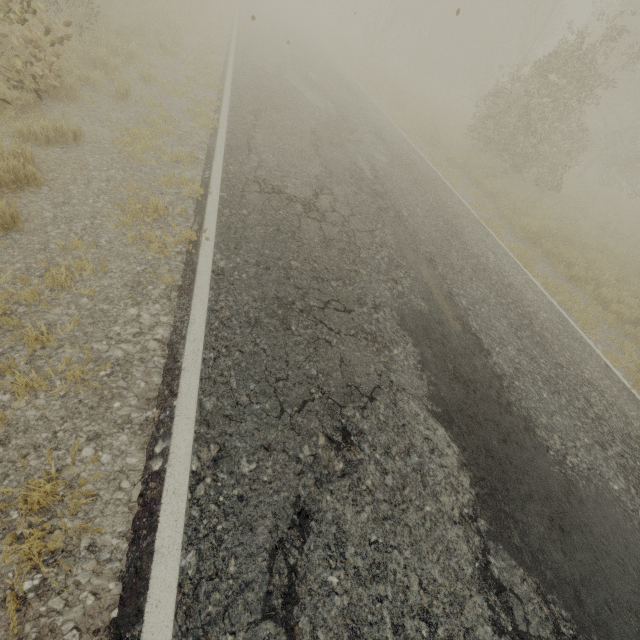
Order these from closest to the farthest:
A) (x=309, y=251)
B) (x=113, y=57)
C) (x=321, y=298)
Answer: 1. (x=321, y=298)
2. (x=309, y=251)
3. (x=113, y=57)

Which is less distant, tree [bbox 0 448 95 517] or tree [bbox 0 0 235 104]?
tree [bbox 0 448 95 517]

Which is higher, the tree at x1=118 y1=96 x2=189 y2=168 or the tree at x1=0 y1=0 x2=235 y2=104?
the tree at x1=0 y1=0 x2=235 y2=104

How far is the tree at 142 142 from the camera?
5.6 meters

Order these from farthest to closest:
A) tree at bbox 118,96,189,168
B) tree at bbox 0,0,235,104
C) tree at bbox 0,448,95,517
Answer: tree at bbox 118,96,189,168
tree at bbox 0,0,235,104
tree at bbox 0,448,95,517

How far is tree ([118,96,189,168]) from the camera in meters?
5.6

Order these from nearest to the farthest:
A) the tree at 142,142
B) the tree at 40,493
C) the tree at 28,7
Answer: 1. the tree at 40,493
2. the tree at 28,7
3. the tree at 142,142
